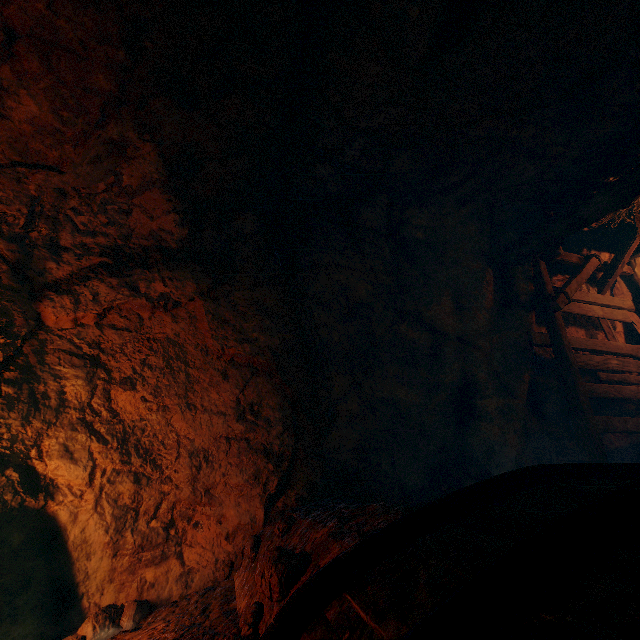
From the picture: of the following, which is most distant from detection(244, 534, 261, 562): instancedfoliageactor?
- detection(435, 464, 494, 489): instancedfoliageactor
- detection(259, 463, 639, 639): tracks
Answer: detection(435, 464, 494, 489): instancedfoliageactor

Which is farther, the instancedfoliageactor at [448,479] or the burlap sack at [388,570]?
the instancedfoliageactor at [448,479]

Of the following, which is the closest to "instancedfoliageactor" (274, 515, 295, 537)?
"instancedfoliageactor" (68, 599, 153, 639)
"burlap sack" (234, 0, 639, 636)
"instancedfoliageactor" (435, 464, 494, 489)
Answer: "burlap sack" (234, 0, 639, 636)

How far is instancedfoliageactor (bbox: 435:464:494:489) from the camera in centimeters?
413cm

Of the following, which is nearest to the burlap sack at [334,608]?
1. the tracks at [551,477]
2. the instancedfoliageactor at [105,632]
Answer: the tracks at [551,477]

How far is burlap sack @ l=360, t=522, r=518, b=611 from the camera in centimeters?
120cm

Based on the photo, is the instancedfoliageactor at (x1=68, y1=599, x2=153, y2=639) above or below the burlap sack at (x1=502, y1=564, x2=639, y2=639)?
below

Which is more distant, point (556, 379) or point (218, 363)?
point (556, 379)
